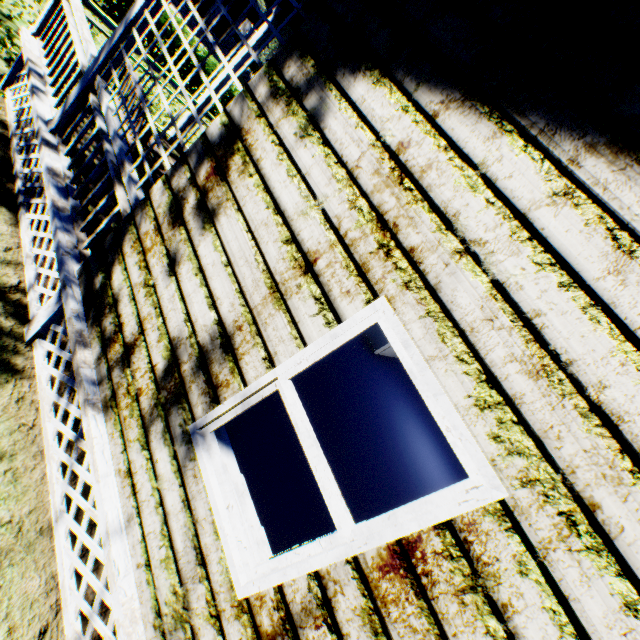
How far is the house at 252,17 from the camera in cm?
3065

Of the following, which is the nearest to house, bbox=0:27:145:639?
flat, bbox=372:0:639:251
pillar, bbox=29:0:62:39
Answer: pillar, bbox=29:0:62:39

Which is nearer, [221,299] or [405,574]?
[405,574]

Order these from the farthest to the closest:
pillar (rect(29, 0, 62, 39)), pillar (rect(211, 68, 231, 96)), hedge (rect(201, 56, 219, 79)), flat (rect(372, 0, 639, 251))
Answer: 1. hedge (rect(201, 56, 219, 79))
2. pillar (rect(211, 68, 231, 96))
3. pillar (rect(29, 0, 62, 39))
4. flat (rect(372, 0, 639, 251))

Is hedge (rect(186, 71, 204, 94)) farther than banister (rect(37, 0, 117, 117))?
Yes

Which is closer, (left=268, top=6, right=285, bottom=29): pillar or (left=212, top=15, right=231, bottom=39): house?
(left=268, top=6, right=285, bottom=29): pillar

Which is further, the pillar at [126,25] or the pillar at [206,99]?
the pillar at [206,99]

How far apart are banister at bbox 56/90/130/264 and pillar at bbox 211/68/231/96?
3.49m
